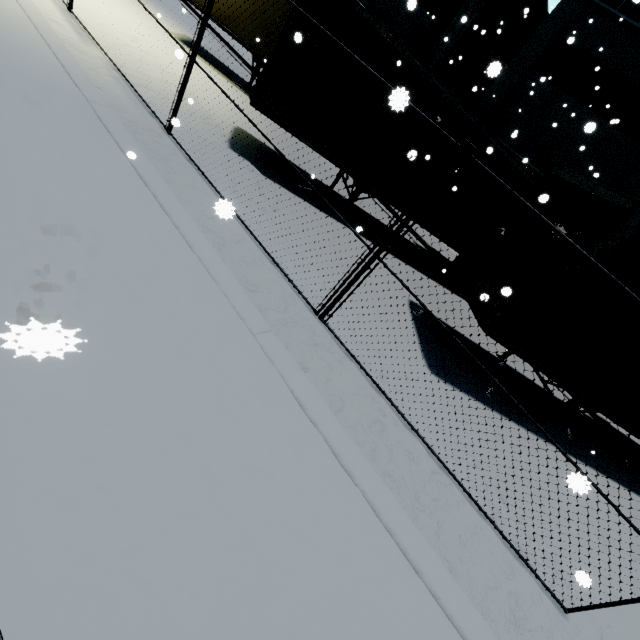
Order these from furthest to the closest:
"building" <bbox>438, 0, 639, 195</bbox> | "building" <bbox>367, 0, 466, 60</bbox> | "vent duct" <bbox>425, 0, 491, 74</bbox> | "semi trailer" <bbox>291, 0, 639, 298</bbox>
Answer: "building" <bbox>367, 0, 466, 60</bbox>, "vent duct" <bbox>425, 0, 491, 74</bbox>, "building" <bbox>438, 0, 639, 195</bbox>, "semi trailer" <bbox>291, 0, 639, 298</bbox>

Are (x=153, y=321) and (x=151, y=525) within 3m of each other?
yes

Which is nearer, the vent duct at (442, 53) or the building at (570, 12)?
the building at (570, 12)

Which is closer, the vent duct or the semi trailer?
the semi trailer

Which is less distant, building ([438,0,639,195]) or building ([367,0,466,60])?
building ([438,0,639,195])

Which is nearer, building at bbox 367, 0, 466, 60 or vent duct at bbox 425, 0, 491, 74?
vent duct at bbox 425, 0, 491, 74
